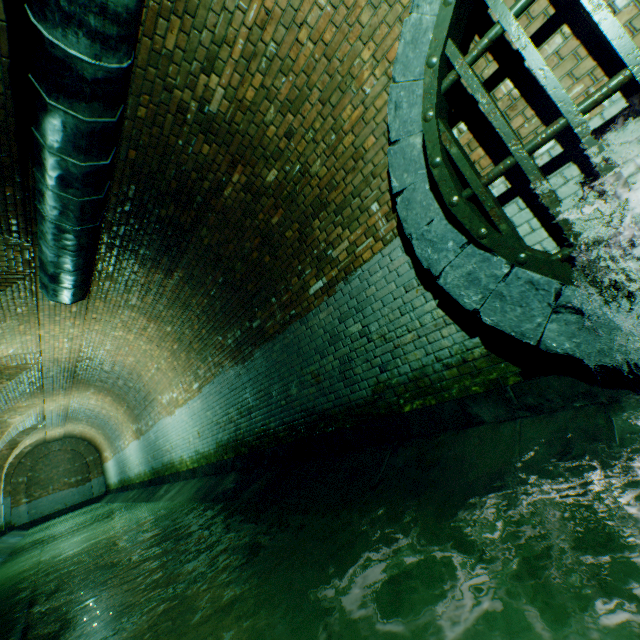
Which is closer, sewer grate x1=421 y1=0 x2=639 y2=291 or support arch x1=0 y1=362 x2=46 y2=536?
sewer grate x1=421 y1=0 x2=639 y2=291

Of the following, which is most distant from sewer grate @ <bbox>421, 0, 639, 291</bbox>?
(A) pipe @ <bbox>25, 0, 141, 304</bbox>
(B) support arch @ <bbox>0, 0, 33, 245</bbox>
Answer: (B) support arch @ <bbox>0, 0, 33, 245</bbox>

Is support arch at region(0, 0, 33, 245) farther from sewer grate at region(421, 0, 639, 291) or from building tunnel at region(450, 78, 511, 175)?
sewer grate at region(421, 0, 639, 291)

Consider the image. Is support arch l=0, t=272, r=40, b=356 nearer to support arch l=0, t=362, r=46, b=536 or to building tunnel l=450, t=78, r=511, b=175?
building tunnel l=450, t=78, r=511, b=175

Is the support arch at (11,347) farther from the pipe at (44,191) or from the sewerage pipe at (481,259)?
the sewerage pipe at (481,259)

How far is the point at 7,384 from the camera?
9.06m

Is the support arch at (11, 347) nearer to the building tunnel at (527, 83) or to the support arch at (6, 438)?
the building tunnel at (527, 83)

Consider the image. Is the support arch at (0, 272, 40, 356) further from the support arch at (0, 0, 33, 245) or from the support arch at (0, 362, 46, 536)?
the support arch at (0, 362, 46, 536)
